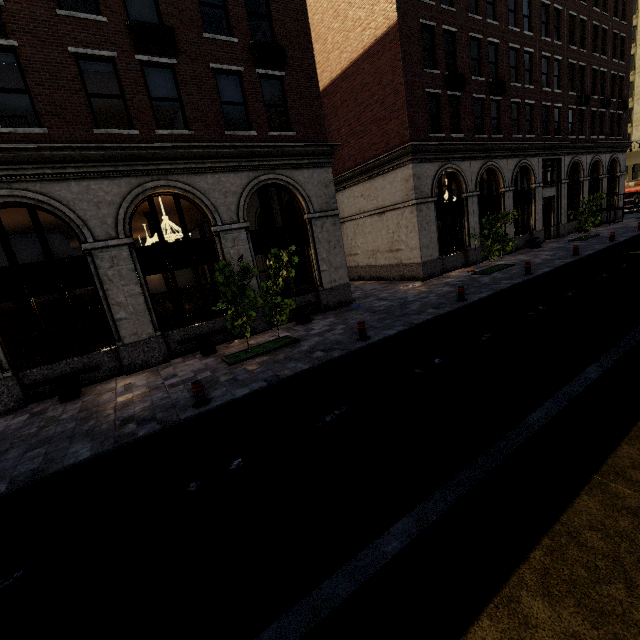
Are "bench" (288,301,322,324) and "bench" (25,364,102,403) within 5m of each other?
no

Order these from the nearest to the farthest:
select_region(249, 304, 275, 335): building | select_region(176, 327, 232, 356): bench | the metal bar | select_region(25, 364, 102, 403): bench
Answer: the metal bar → select_region(25, 364, 102, 403): bench → select_region(176, 327, 232, 356): bench → select_region(249, 304, 275, 335): building

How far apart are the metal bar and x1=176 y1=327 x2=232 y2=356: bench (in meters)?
3.70

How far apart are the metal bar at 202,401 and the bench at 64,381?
4.19m

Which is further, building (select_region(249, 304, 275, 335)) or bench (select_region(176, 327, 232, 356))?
building (select_region(249, 304, 275, 335))

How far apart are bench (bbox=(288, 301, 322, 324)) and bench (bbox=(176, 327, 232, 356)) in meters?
2.3 m

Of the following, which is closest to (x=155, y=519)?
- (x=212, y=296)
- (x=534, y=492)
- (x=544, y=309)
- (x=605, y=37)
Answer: (x=534, y=492)

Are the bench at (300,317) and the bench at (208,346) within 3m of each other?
yes
